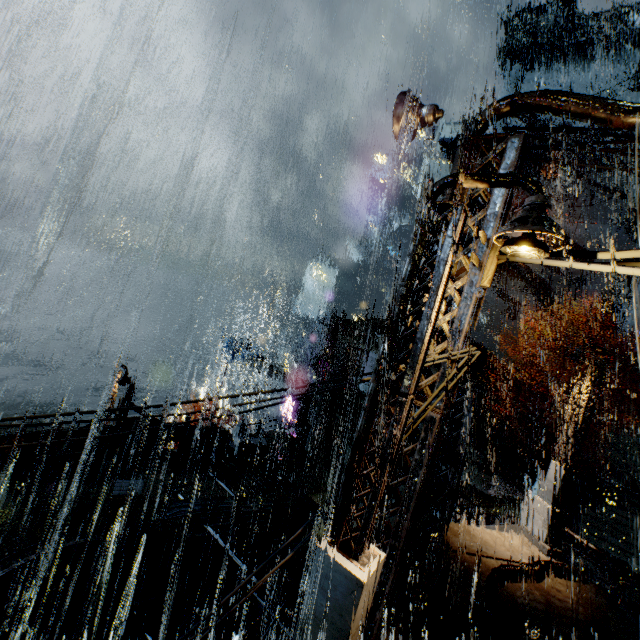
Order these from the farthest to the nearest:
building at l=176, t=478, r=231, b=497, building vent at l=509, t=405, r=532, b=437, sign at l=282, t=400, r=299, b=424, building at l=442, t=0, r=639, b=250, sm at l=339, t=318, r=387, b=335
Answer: building vent at l=509, t=405, r=532, b=437 → sign at l=282, t=400, r=299, b=424 → sm at l=339, t=318, r=387, b=335 → building at l=176, t=478, r=231, b=497 → building at l=442, t=0, r=639, b=250

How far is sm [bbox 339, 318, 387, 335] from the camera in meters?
24.9

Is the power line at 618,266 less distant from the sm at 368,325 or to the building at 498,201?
the building at 498,201

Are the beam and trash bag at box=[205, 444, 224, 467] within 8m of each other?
no

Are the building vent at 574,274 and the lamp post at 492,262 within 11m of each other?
no

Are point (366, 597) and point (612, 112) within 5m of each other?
no

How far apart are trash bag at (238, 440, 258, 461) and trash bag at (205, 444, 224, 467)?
0.7m

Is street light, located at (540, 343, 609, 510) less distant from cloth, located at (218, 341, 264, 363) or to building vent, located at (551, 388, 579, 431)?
cloth, located at (218, 341, 264, 363)
